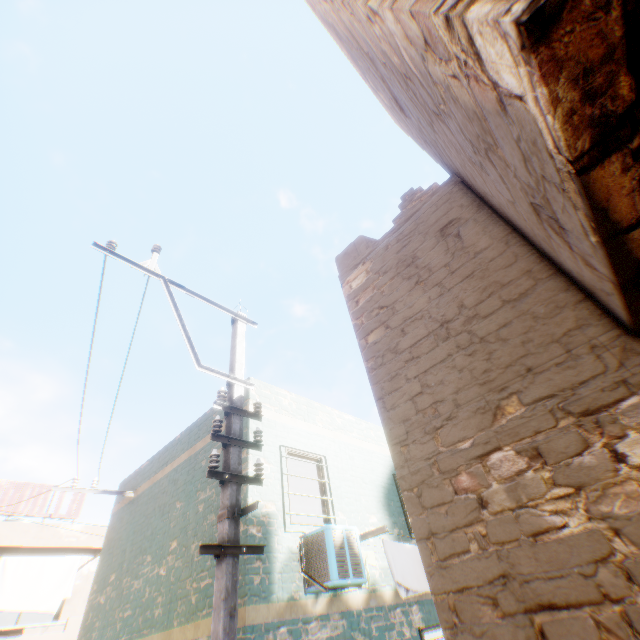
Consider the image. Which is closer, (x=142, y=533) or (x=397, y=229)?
(x=397, y=229)

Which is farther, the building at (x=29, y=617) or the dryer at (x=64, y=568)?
the building at (x=29, y=617)

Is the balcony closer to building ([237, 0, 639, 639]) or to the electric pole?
building ([237, 0, 639, 639])

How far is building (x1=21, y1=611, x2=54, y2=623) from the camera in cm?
1669

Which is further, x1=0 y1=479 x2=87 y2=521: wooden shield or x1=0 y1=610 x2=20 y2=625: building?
x1=0 y1=610 x2=20 y2=625: building

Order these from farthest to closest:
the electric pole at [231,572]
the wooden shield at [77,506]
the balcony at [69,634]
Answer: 1. the wooden shield at [77,506]
2. the balcony at [69,634]
3. the electric pole at [231,572]

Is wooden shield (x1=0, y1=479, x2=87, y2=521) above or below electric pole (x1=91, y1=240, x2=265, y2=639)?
above

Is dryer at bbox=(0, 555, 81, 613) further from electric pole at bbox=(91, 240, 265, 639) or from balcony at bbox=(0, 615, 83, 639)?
electric pole at bbox=(91, 240, 265, 639)
